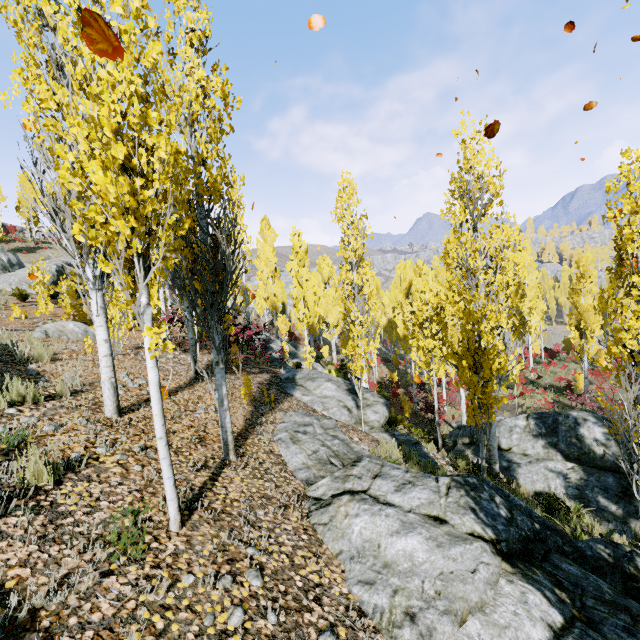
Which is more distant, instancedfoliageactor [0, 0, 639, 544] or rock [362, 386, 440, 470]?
rock [362, 386, 440, 470]

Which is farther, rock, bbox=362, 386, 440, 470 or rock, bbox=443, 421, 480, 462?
rock, bbox=443, 421, 480, 462

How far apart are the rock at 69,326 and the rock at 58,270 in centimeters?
1579cm

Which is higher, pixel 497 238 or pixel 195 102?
pixel 195 102

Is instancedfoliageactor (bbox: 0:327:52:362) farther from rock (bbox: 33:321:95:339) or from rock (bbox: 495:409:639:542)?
rock (bbox: 495:409:639:542)

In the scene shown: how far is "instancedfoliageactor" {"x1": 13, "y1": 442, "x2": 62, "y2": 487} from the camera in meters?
3.1

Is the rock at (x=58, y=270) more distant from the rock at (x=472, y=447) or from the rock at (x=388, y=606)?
the rock at (x=472, y=447)
